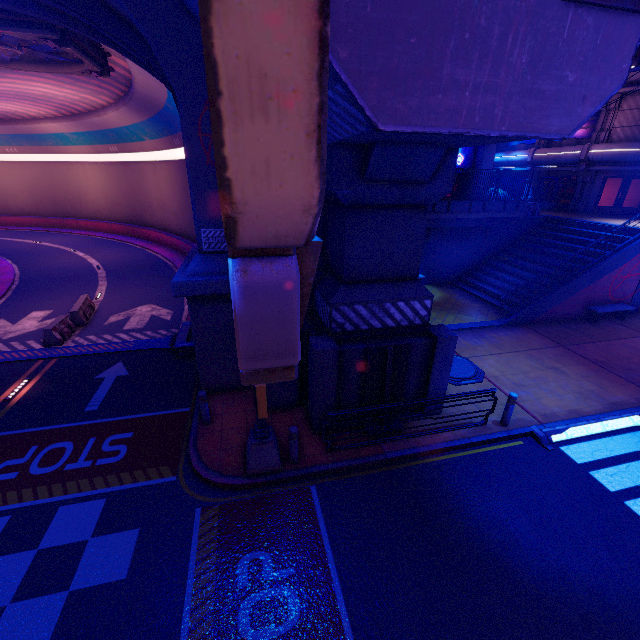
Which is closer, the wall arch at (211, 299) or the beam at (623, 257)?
the wall arch at (211, 299)

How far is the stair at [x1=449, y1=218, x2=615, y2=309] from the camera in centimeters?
1809cm

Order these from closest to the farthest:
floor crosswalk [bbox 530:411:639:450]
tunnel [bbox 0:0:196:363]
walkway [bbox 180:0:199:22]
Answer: walkway [bbox 180:0:199:22]
floor crosswalk [bbox 530:411:639:450]
tunnel [bbox 0:0:196:363]

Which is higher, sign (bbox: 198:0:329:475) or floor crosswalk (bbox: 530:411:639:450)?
sign (bbox: 198:0:329:475)

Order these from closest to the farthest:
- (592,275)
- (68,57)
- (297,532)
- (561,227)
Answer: (297,532), (68,57), (592,275), (561,227)

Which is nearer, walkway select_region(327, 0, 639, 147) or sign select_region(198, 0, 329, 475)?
sign select_region(198, 0, 329, 475)

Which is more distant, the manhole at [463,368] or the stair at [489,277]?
the stair at [489,277]

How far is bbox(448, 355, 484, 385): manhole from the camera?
11.3 meters
